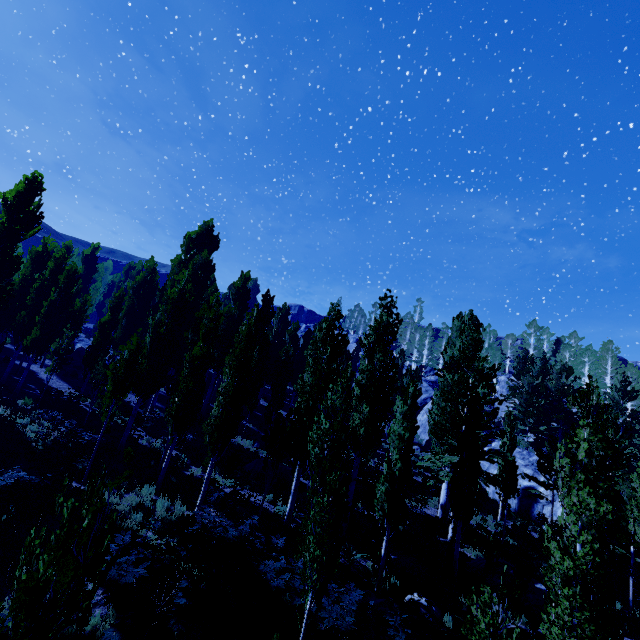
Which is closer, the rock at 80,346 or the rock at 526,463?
the rock at 526,463

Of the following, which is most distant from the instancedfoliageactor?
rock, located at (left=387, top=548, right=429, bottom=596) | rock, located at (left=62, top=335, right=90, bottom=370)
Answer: rock, located at (left=62, top=335, right=90, bottom=370)

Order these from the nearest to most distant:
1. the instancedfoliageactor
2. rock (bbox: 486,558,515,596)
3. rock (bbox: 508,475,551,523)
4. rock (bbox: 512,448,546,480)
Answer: the instancedfoliageactor
rock (bbox: 486,558,515,596)
rock (bbox: 508,475,551,523)
rock (bbox: 512,448,546,480)

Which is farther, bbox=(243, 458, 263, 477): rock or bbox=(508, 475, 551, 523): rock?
bbox=(508, 475, 551, 523): rock

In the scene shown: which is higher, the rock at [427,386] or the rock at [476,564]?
the rock at [427,386]

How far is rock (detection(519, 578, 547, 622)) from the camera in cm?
1286

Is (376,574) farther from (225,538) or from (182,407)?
(182,407)

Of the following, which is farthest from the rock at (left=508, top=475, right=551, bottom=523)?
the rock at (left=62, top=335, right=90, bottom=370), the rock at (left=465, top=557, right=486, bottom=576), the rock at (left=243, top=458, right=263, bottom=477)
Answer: the rock at (left=62, top=335, right=90, bottom=370)
